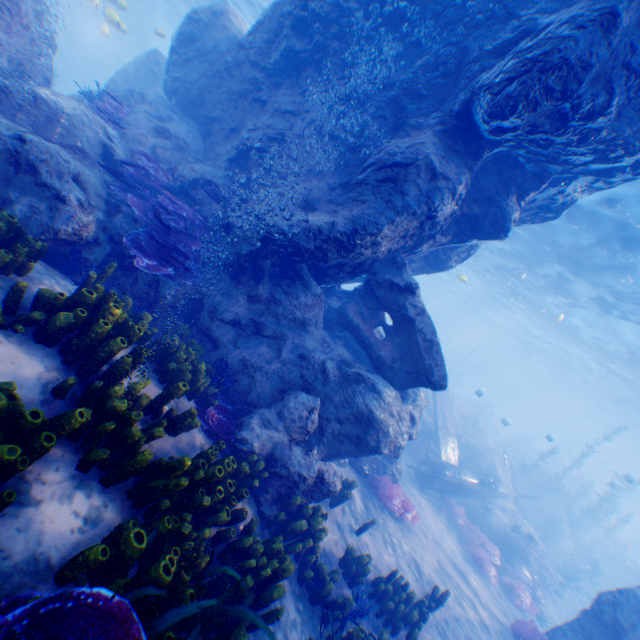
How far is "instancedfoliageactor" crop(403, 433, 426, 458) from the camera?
16.2 meters

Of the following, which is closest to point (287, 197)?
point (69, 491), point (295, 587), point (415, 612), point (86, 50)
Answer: point (69, 491)

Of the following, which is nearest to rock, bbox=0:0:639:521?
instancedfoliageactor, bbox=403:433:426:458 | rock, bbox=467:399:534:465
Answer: instancedfoliageactor, bbox=403:433:426:458

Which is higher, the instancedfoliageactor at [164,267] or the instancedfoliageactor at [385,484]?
the instancedfoliageactor at [164,267]

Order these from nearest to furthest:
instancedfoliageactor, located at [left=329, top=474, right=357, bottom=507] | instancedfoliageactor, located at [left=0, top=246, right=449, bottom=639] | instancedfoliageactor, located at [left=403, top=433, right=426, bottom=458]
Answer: instancedfoliageactor, located at [left=0, top=246, right=449, bottom=639], instancedfoliageactor, located at [left=329, top=474, right=357, bottom=507], instancedfoliageactor, located at [left=403, top=433, right=426, bottom=458]

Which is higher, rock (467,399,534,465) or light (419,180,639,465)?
light (419,180,639,465)

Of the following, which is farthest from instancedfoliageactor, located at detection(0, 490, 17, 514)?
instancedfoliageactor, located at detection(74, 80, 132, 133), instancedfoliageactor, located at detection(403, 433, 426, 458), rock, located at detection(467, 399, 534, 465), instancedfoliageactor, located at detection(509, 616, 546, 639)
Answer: rock, located at detection(467, 399, 534, 465)

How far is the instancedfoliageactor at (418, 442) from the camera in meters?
16.2
